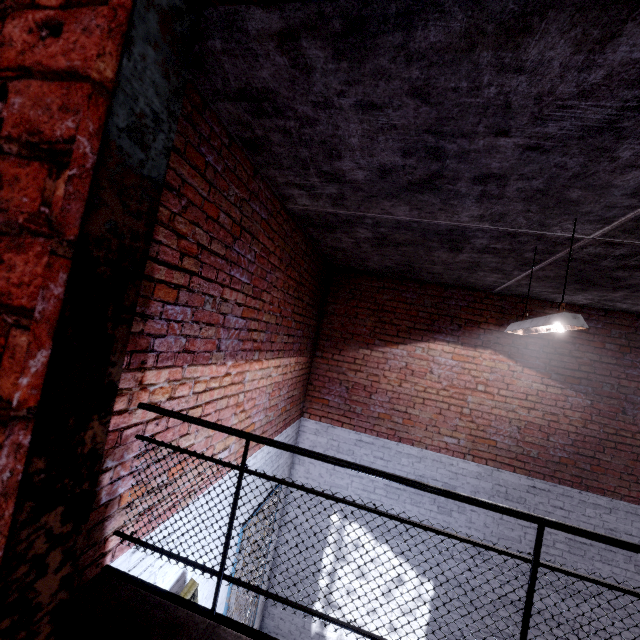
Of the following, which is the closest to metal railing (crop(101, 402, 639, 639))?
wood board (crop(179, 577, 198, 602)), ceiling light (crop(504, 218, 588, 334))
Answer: wood board (crop(179, 577, 198, 602))

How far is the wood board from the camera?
2.7 meters

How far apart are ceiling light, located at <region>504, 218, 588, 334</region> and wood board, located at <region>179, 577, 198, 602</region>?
3.7m

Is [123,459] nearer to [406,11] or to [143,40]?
[143,40]

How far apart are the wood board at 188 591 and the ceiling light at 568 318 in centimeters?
373cm

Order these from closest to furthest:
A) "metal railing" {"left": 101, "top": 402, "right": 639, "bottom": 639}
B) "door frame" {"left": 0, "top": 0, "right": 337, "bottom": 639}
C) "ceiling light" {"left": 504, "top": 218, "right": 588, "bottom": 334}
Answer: "door frame" {"left": 0, "top": 0, "right": 337, "bottom": 639}
"metal railing" {"left": 101, "top": 402, "right": 639, "bottom": 639}
"ceiling light" {"left": 504, "top": 218, "right": 588, "bottom": 334}

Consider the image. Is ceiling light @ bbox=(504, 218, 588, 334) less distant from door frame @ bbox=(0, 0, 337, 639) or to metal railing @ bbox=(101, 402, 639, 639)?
metal railing @ bbox=(101, 402, 639, 639)

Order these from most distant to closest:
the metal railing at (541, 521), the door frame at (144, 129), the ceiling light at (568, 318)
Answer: the ceiling light at (568, 318) → the metal railing at (541, 521) → the door frame at (144, 129)
